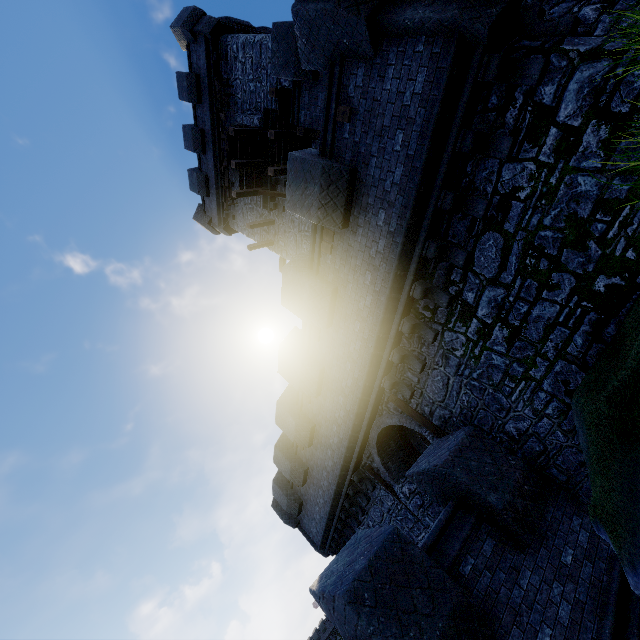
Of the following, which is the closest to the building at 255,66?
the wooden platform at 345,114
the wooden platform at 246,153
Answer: the wooden platform at 246,153

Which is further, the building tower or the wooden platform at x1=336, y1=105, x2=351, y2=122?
the wooden platform at x1=336, y1=105, x2=351, y2=122

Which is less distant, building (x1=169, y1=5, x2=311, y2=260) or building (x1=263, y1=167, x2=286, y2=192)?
building (x1=169, y1=5, x2=311, y2=260)

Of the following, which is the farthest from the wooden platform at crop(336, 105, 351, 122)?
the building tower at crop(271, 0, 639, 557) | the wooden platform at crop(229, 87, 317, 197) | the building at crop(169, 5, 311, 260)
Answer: the wooden platform at crop(229, 87, 317, 197)

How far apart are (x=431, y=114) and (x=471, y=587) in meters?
7.9 m

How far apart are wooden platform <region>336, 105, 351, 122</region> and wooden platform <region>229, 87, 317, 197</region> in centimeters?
895cm

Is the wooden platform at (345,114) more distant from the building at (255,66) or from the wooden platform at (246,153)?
the wooden platform at (246,153)

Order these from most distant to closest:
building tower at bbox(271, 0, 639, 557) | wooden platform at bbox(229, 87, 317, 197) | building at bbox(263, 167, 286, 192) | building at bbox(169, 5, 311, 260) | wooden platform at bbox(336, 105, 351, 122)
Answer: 1. building at bbox(263, 167, 286, 192)
2. building at bbox(169, 5, 311, 260)
3. wooden platform at bbox(229, 87, 317, 197)
4. wooden platform at bbox(336, 105, 351, 122)
5. building tower at bbox(271, 0, 639, 557)
